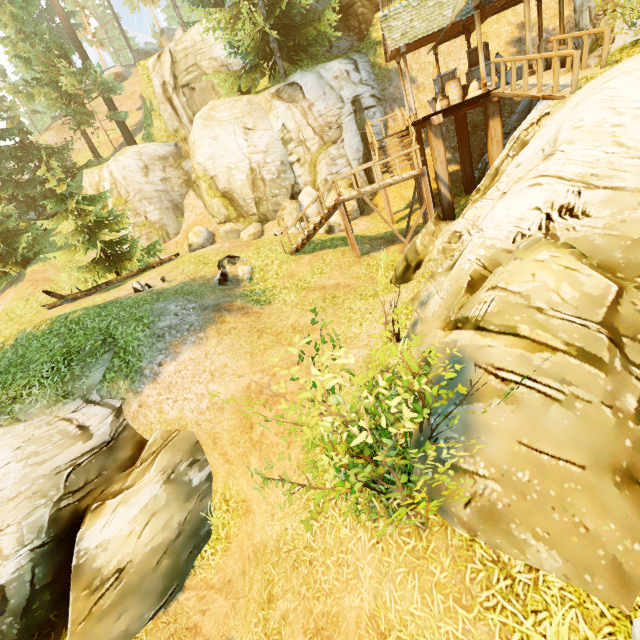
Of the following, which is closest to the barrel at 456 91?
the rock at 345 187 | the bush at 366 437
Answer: the rock at 345 187

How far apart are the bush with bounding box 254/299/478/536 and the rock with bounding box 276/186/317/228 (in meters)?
13.60

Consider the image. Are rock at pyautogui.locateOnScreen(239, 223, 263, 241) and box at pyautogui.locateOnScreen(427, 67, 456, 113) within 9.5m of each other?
no

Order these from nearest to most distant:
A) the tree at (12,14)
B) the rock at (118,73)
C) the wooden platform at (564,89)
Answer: the wooden platform at (564,89), the tree at (12,14), the rock at (118,73)

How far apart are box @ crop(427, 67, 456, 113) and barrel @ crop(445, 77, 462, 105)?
0.10m

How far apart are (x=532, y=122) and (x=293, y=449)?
10.57m

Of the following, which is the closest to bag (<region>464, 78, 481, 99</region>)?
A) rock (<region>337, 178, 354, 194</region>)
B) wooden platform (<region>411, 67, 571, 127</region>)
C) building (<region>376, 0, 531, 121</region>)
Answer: wooden platform (<region>411, 67, 571, 127</region>)

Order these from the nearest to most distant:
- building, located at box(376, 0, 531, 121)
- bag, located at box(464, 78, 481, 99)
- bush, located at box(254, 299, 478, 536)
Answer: bush, located at box(254, 299, 478, 536) → building, located at box(376, 0, 531, 121) → bag, located at box(464, 78, 481, 99)
